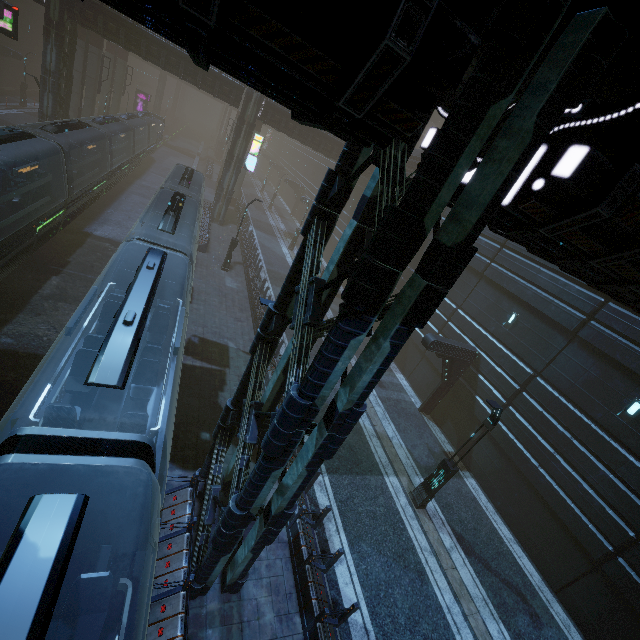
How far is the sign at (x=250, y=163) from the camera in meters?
28.8

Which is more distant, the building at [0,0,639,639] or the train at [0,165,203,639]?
the train at [0,165,203,639]

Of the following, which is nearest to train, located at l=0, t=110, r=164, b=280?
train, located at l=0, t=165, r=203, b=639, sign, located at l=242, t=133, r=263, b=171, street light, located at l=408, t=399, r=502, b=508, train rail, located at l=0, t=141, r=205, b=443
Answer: train rail, located at l=0, t=141, r=205, b=443

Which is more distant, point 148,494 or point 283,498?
point 283,498

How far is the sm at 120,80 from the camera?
29.6m

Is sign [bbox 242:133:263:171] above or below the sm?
above

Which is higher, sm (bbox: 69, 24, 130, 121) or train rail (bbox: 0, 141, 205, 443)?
sm (bbox: 69, 24, 130, 121)

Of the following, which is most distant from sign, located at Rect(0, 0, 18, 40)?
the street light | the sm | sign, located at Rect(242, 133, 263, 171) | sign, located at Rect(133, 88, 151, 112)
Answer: sign, located at Rect(133, 88, 151, 112)
